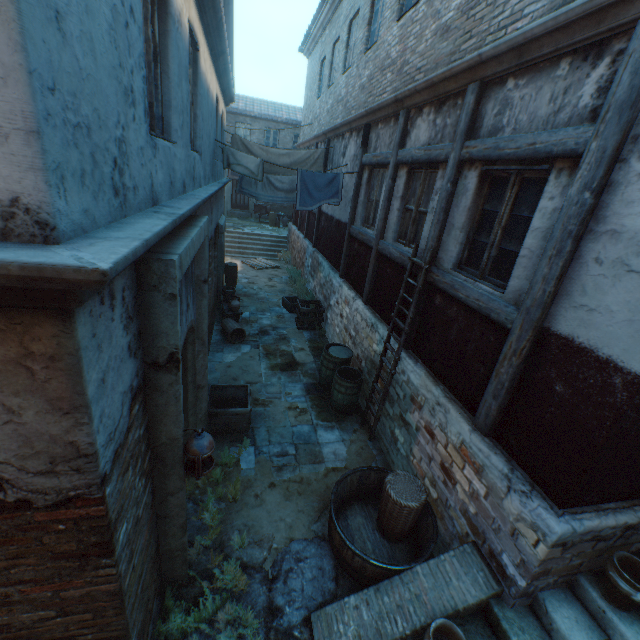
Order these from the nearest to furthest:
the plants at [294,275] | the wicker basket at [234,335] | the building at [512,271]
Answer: the building at [512,271] < the wicker basket at [234,335] < the plants at [294,275]

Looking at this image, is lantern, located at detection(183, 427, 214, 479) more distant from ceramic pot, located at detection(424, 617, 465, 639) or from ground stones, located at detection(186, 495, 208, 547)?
ceramic pot, located at detection(424, 617, 465, 639)

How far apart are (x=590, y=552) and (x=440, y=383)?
2.17m

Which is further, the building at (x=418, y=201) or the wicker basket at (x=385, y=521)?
the building at (x=418, y=201)

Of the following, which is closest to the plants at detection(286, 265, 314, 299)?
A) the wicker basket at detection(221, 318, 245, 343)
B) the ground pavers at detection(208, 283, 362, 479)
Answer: the ground pavers at detection(208, 283, 362, 479)

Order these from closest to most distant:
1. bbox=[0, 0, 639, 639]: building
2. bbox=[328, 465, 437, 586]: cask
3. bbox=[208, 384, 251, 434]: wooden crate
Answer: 1. bbox=[0, 0, 639, 639]: building
2. bbox=[328, 465, 437, 586]: cask
3. bbox=[208, 384, 251, 434]: wooden crate

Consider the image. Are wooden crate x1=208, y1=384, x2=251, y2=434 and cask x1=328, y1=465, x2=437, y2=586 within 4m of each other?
yes

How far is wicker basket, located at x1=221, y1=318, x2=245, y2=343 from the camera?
8.60m
